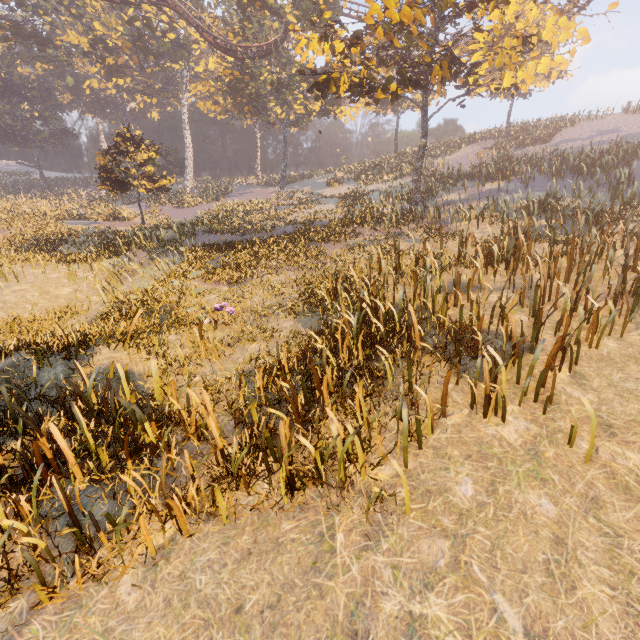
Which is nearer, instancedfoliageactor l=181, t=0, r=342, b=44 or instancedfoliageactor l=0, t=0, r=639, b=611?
instancedfoliageactor l=0, t=0, r=639, b=611

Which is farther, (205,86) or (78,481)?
(205,86)

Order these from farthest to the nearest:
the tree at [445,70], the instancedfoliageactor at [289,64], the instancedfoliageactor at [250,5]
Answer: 1. the instancedfoliageactor at [250,5]
2. the tree at [445,70]
3. the instancedfoliageactor at [289,64]

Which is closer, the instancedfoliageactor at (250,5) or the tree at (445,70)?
the tree at (445,70)

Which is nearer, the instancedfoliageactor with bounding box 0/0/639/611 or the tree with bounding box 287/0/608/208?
the instancedfoliageactor with bounding box 0/0/639/611

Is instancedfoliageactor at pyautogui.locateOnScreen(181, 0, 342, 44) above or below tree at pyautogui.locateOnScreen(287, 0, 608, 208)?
above

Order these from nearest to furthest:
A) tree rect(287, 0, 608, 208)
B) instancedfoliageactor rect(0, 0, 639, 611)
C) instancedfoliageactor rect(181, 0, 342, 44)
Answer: instancedfoliageactor rect(0, 0, 639, 611) < tree rect(287, 0, 608, 208) < instancedfoliageactor rect(181, 0, 342, 44)
